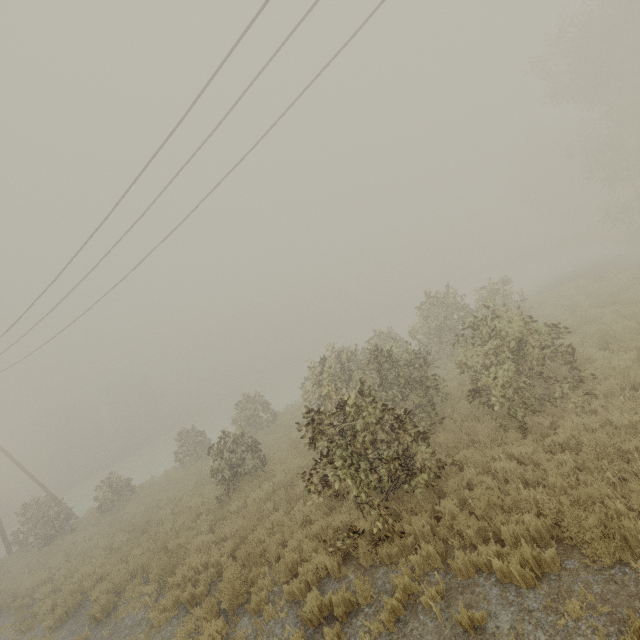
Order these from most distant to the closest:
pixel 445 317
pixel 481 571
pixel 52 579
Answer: pixel 445 317
pixel 52 579
pixel 481 571
